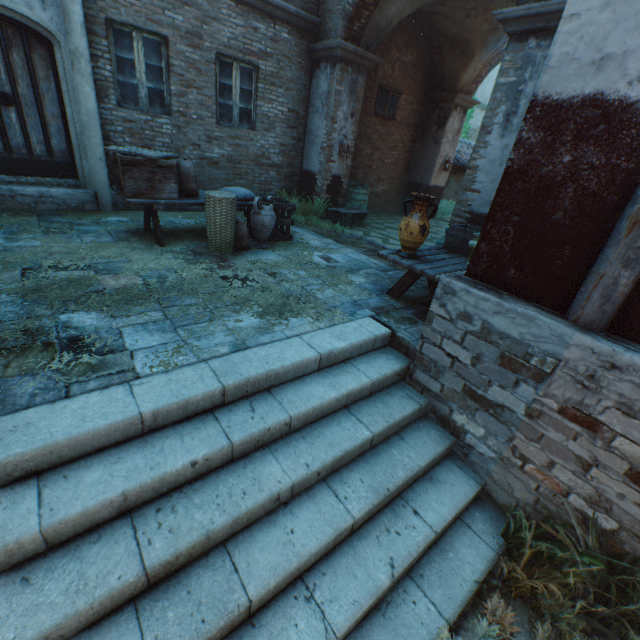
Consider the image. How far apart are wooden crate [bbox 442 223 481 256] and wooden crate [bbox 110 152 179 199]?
4.3m

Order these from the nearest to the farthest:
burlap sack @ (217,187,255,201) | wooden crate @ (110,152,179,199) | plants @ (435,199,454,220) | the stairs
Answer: the stairs
wooden crate @ (110,152,179,199)
burlap sack @ (217,187,255,201)
plants @ (435,199,454,220)

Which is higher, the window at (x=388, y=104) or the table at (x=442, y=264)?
the window at (x=388, y=104)

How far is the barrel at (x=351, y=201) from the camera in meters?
9.3

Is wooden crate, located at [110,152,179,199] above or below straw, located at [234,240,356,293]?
above

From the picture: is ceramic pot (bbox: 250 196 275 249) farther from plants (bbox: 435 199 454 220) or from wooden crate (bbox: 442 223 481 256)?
plants (bbox: 435 199 454 220)

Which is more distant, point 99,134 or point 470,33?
point 470,33

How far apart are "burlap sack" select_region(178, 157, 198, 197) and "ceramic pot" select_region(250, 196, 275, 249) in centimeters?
93cm
